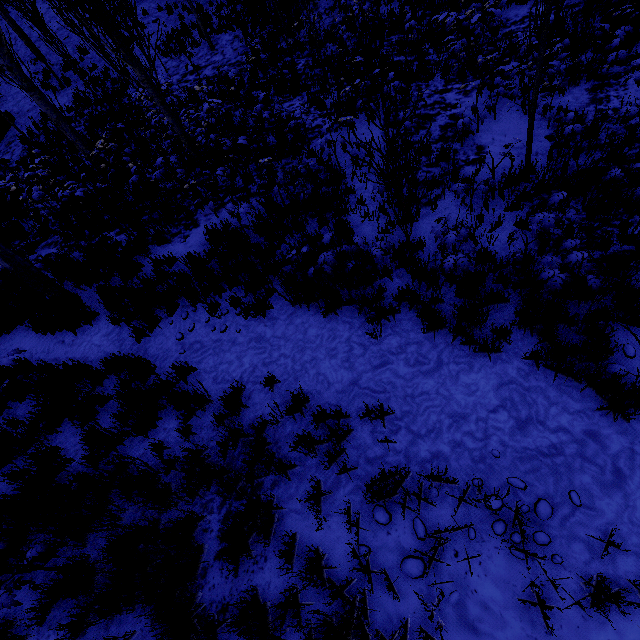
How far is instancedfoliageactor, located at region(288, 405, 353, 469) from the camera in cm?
398

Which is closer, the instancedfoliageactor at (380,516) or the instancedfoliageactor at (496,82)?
the instancedfoliageactor at (380,516)

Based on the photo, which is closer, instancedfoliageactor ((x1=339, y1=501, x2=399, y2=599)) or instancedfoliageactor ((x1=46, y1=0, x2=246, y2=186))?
instancedfoliageactor ((x1=339, y1=501, x2=399, y2=599))

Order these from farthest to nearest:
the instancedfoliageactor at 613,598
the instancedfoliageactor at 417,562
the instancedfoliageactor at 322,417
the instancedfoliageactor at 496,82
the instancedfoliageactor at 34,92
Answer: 1. the instancedfoliageactor at 34,92
2. the instancedfoliageactor at 496,82
3. the instancedfoliageactor at 322,417
4. the instancedfoliageactor at 417,562
5. the instancedfoliageactor at 613,598

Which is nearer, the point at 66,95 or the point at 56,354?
the point at 56,354

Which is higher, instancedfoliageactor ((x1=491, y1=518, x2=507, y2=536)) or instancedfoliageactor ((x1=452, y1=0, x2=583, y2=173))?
instancedfoliageactor ((x1=452, y1=0, x2=583, y2=173))
